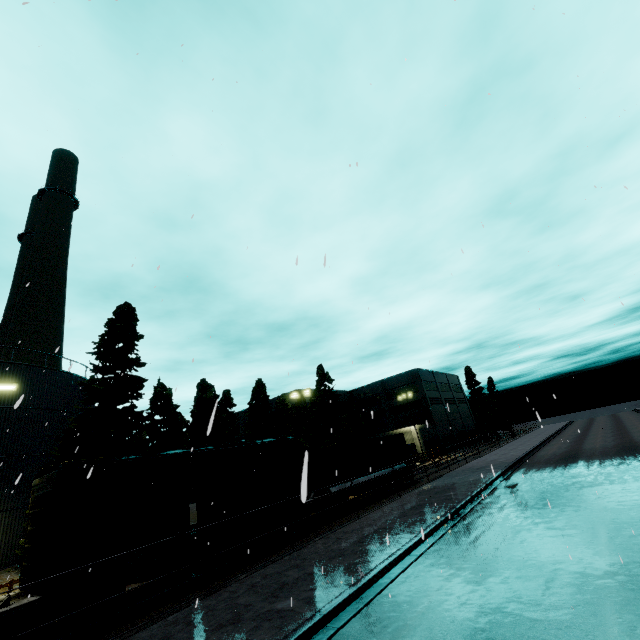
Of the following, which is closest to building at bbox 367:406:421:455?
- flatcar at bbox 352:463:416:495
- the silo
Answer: flatcar at bbox 352:463:416:495

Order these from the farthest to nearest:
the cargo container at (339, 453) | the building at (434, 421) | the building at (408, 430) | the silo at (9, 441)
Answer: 1. the building at (434, 421)
2. the building at (408, 430)
3. the cargo container at (339, 453)
4. the silo at (9, 441)

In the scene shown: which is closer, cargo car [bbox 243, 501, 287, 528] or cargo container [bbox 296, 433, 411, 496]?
cargo car [bbox 243, 501, 287, 528]

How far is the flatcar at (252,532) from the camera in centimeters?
1466cm

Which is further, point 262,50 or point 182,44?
point 262,50

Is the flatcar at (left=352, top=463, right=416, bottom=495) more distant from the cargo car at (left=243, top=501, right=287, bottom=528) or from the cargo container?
the cargo car at (left=243, top=501, right=287, bottom=528)

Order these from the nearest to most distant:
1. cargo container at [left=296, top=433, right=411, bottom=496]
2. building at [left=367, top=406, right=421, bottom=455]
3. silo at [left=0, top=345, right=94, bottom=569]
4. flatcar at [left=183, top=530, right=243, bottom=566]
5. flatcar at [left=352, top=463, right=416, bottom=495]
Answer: flatcar at [left=183, top=530, right=243, bottom=566] < silo at [left=0, top=345, right=94, bottom=569] < cargo container at [left=296, top=433, right=411, bottom=496] < flatcar at [left=352, top=463, right=416, bottom=495] < building at [left=367, top=406, right=421, bottom=455]

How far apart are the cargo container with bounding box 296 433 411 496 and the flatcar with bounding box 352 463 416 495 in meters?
0.0
